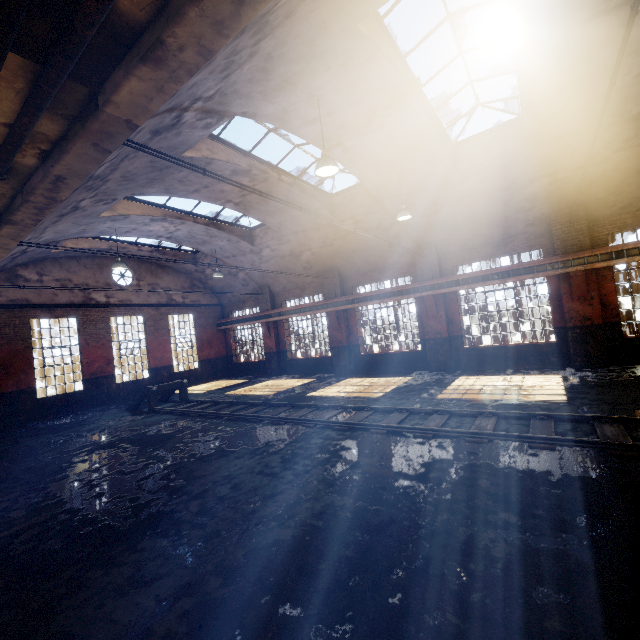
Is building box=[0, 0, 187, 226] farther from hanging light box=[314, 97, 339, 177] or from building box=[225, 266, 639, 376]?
hanging light box=[314, 97, 339, 177]

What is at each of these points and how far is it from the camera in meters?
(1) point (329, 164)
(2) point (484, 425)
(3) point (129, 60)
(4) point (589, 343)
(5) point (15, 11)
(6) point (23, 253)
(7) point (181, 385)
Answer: (1) hanging light, 6.7 m
(2) rail track, 6.6 m
(3) building, 2.9 m
(4) building, 11.0 m
(5) pipe, 2.3 m
(6) building, 11.8 m
(7) rail track end, 14.0 m

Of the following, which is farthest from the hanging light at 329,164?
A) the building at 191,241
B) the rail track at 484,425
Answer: the rail track at 484,425

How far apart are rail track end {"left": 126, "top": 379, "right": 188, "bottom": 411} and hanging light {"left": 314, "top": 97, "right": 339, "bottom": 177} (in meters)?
10.63

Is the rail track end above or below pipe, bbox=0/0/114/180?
below

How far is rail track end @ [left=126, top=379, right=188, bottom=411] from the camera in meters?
13.0 m

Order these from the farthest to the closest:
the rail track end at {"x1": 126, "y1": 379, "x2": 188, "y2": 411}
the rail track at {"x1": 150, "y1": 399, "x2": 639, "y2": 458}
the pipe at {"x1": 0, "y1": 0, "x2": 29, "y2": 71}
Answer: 1. the rail track end at {"x1": 126, "y1": 379, "x2": 188, "y2": 411}
2. the rail track at {"x1": 150, "y1": 399, "x2": 639, "y2": 458}
3. the pipe at {"x1": 0, "y1": 0, "x2": 29, "y2": 71}

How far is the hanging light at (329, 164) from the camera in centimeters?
674cm
